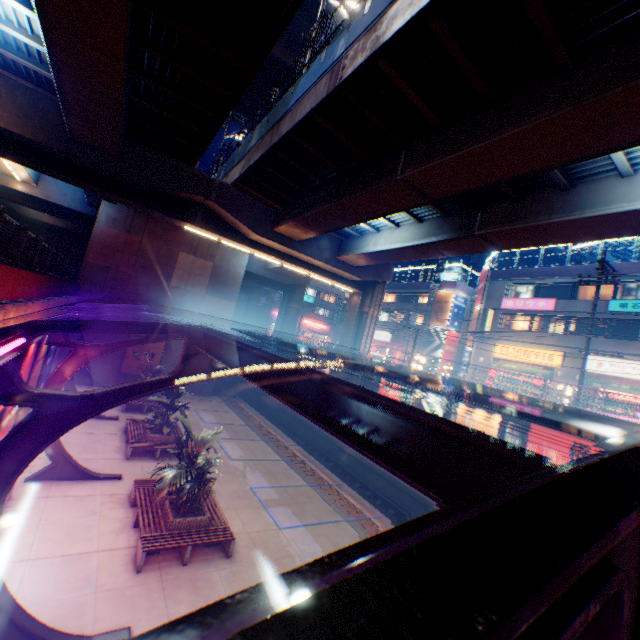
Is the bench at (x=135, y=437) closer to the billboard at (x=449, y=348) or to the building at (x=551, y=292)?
the building at (x=551, y=292)

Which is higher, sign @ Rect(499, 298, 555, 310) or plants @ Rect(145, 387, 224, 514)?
sign @ Rect(499, 298, 555, 310)

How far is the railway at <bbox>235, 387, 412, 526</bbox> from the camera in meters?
16.6

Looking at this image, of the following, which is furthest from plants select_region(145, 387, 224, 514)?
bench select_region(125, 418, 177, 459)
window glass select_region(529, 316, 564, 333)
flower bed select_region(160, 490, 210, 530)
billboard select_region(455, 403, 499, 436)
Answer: window glass select_region(529, 316, 564, 333)

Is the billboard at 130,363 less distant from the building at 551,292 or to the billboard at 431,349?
the building at 551,292

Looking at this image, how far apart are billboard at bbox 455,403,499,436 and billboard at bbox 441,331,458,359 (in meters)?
18.99

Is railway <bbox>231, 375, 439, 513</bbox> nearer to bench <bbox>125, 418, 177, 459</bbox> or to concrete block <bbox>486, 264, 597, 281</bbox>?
bench <bbox>125, 418, 177, 459</bbox>

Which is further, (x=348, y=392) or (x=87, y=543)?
(x=87, y=543)
